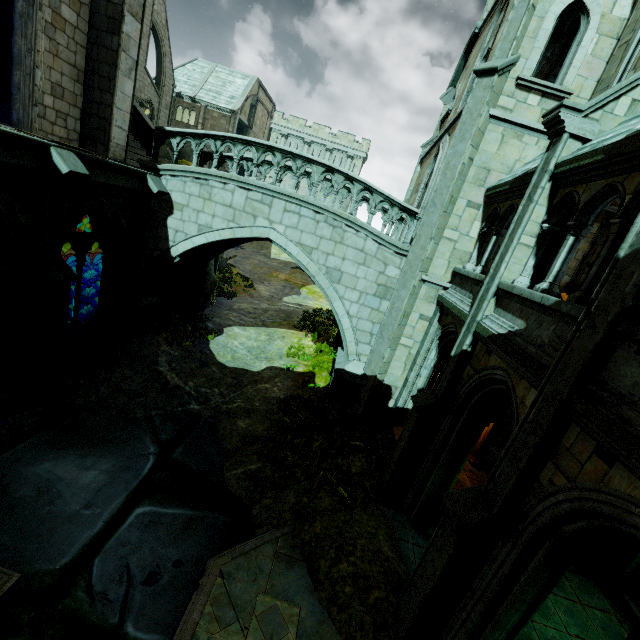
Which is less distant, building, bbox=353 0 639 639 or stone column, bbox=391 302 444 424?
building, bbox=353 0 639 639

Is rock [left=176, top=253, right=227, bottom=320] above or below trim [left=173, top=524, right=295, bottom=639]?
above

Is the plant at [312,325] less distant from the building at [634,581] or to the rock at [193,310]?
the building at [634,581]

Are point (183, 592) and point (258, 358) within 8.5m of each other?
no

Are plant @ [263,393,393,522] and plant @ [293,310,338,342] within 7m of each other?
no

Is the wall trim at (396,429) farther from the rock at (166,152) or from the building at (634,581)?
the rock at (166,152)

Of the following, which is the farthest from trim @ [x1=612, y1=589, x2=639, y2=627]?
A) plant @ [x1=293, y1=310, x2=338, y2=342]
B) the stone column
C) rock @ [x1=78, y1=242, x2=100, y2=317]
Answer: rock @ [x1=78, y1=242, x2=100, y2=317]

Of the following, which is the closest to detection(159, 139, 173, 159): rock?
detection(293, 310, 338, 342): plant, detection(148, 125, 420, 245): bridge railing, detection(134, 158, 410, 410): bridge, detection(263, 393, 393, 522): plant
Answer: detection(134, 158, 410, 410): bridge
